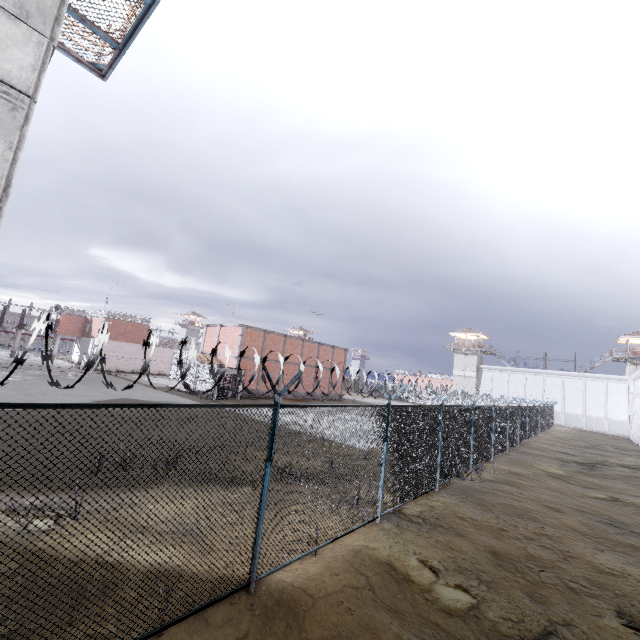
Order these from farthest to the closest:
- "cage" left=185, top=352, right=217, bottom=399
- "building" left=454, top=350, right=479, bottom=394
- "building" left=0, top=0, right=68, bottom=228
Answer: "building" left=454, top=350, right=479, bottom=394
"cage" left=185, top=352, right=217, bottom=399
"building" left=0, top=0, right=68, bottom=228

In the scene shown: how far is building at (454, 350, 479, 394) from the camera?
58.1m

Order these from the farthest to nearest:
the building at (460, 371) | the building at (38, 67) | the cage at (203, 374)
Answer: the building at (460, 371), the cage at (203, 374), the building at (38, 67)

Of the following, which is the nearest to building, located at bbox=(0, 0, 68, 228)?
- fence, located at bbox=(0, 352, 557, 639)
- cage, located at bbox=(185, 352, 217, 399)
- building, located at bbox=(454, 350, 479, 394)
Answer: fence, located at bbox=(0, 352, 557, 639)

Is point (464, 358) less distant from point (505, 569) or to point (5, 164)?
point (505, 569)

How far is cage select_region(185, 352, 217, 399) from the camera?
28.0m

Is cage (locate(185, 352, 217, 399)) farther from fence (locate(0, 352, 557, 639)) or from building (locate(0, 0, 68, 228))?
building (locate(0, 0, 68, 228))

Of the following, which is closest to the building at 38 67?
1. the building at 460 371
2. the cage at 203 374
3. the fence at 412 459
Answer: the fence at 412 459
